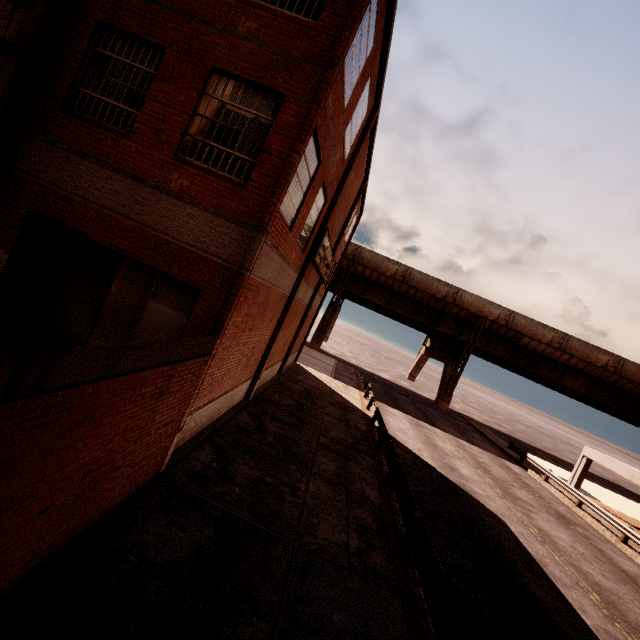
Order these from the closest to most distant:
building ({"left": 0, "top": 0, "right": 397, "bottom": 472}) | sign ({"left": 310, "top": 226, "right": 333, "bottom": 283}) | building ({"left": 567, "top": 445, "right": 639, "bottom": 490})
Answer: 1. building ({"left": 0, "top": 0, "right": 397, "bottom": 472})
2. sign ({"left": 310, "top": 226, "right": 333, "bottom": 283})
3. building ({"left": 567, "top": 445, "right": 639, "bottom": 490})

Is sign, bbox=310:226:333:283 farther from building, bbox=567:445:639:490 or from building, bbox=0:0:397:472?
building, bbox=567:445:639:490

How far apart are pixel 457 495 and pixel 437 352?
37.25m

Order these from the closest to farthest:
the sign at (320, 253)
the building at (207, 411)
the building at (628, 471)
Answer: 1. the building at (207, 411)
2. the sign at (320, 253)
3. the building at (628, 471)

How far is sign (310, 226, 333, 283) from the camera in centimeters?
1359cm

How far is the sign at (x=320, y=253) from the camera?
13.59m

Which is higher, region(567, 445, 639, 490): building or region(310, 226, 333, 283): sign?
region(310, 226, 333, 283): sign
